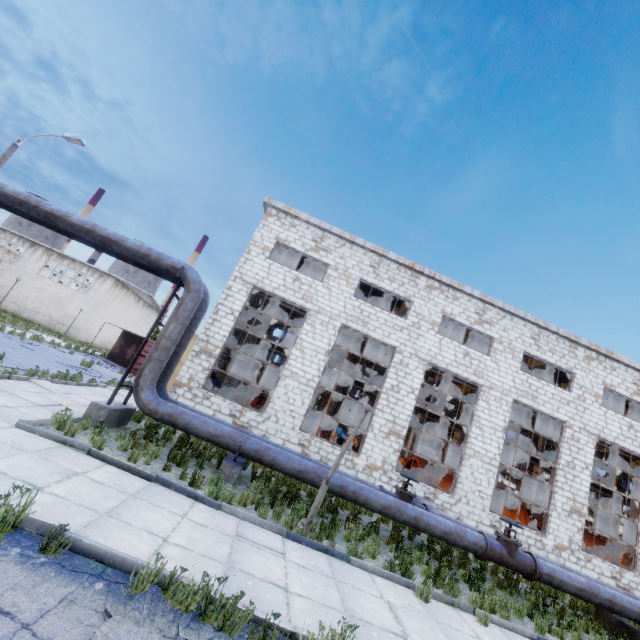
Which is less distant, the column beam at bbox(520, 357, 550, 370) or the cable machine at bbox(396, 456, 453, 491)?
the cable machine at bbox(396, 456, 453, 491)

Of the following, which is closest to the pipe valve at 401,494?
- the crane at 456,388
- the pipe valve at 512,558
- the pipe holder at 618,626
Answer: the pipe valve at 512,558

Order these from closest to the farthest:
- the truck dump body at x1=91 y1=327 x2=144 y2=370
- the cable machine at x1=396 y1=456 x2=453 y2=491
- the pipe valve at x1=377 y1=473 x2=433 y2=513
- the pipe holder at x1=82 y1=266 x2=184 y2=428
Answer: the pipe holder at x1=82 y1=266 x2=184 y2=428 < the pipe valve at x1=377 y1=473 x2=433 y2=513 < the cable machine at x1=396 y1=456 x2=453 y2=491 < the truck dump body at x1=91 y1=327 x2=144 y2=370

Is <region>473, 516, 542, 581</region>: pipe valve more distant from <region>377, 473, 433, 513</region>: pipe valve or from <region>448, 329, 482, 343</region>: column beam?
<region>448, 329, 482, 343</region>: column beam

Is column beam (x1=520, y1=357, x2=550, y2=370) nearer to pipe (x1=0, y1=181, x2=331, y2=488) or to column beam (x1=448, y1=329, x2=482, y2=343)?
column beam (x1=448, y1=329, x2=482, y2=343)

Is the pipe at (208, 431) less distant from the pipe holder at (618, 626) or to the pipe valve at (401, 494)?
the pipe valve at (401, 494)

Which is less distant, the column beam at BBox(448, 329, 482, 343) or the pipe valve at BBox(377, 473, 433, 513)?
the pipe valve at BBox(377, 473, 433, 513)

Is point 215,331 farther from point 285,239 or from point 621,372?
point 621,372
